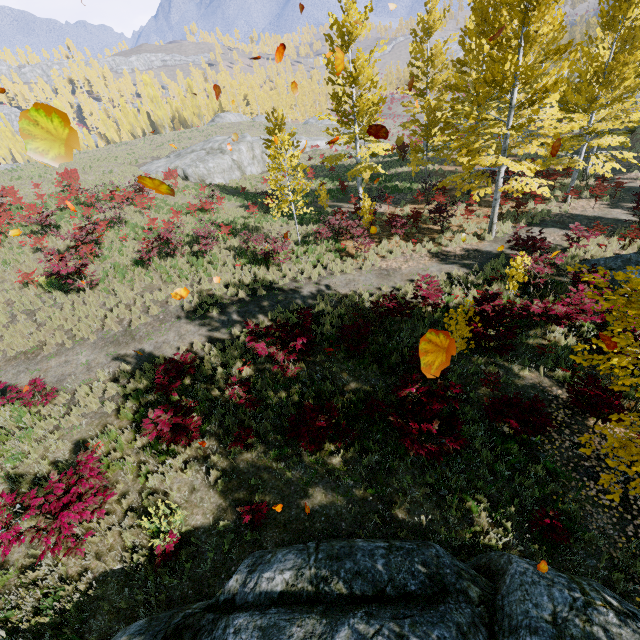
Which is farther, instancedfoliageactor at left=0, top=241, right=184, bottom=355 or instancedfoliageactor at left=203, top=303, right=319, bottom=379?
instancedfoliageactor at left=0, top=241, right=184, bottom=355

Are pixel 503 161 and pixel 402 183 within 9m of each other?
no

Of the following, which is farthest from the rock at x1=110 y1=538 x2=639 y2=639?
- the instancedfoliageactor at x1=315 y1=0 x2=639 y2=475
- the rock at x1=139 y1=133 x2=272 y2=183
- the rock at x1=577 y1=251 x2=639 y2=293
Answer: the rock at x1=139 y1=133 x2=272 y2=183

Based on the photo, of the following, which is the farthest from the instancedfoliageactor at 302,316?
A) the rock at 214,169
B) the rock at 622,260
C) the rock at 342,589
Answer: the rock at 214,169

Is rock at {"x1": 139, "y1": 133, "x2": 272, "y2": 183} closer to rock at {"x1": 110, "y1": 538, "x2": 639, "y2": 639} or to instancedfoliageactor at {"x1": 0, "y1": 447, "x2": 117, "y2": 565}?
instancedfoliageactor at {"x1": 0, "y1": 447, "x2": 117, "y2": 565}

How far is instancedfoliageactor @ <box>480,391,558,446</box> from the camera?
6.6 meters

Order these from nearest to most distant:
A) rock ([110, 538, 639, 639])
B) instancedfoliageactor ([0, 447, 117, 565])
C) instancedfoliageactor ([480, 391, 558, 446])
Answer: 1. rock ([110, 538, 639, 639])
2. instancedfoliageactor ([0, 447, 117, 565])
3. instancedfoliageactor ([480, 391, 558, 446])

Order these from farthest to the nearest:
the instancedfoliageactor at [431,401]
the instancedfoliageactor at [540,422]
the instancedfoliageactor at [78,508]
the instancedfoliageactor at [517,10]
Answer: the instancedfoliageactor at [517,10] → the instancedfoliageactor at [540,422] → the instancedfoliageactor at [431,401] → the instancedfoliageactor at [78,508]
